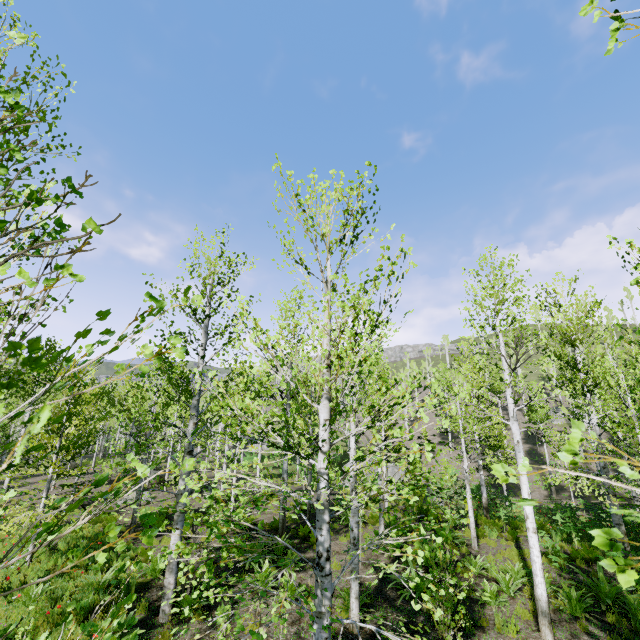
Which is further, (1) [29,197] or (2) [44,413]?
(1) [29,197]

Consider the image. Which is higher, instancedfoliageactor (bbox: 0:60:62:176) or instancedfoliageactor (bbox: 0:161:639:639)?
instancedfoliageactor (bbox: 0:60:62:176)

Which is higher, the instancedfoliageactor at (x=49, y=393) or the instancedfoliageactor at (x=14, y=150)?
the instancedfoliageactor at (x=14, y=150)
